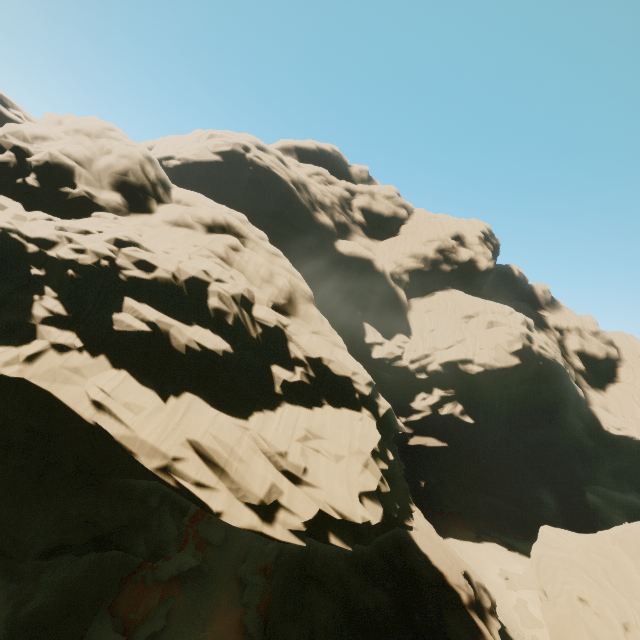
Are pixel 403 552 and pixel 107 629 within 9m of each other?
no

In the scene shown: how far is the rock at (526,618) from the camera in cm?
3128

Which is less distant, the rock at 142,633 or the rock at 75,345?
the rock at 75,345

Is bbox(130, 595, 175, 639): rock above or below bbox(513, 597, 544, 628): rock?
below

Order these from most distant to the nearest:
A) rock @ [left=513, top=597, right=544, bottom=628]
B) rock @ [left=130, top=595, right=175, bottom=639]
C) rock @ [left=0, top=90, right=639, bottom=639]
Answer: rock @ [left=513, top=597, right=544, bottom=628] < rock @ [left=130, top=595, right=175, bottom=639] < rock @ [left=0, top=90, right=639, bottom=639]

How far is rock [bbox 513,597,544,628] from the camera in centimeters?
3128cm
